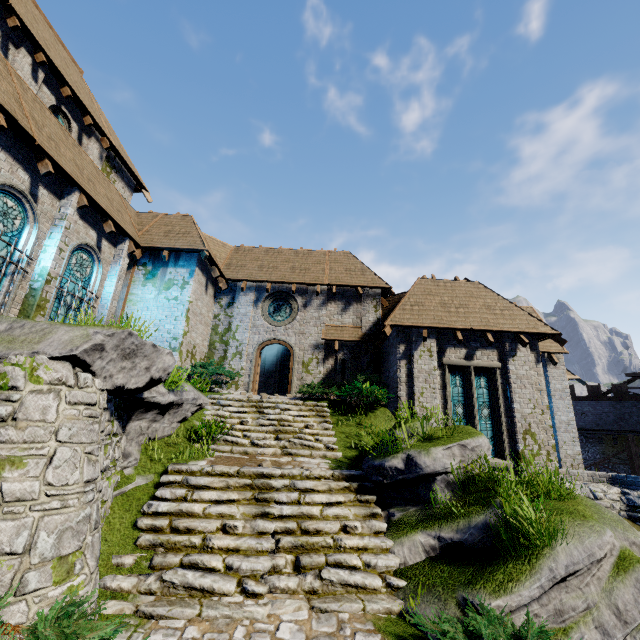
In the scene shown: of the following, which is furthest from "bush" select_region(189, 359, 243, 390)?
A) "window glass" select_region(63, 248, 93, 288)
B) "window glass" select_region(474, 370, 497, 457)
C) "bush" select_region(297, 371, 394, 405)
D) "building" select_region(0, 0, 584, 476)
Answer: "window glass" select_region(474, 370, 497, 457)

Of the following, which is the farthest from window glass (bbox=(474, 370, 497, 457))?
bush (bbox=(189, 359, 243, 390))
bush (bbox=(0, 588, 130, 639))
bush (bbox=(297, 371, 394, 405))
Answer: bush (bbox=(0, 588, 130, 639))

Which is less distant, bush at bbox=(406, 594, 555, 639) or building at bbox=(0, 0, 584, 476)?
bush at bbox=(406, 594, 555, 639)

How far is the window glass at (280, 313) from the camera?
17.1 meters

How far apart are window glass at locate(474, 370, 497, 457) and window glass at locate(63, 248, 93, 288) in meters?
15.2

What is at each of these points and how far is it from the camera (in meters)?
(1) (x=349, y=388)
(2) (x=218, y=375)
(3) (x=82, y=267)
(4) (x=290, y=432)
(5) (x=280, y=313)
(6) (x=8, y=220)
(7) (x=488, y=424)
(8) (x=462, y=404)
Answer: (1) bush, 12.66
(2) bush, 13.32
(3) window glass, 11.80
(4) stairs, 10.37
(5) window glass, 17.16
(6) window glass, 9.00
(7) window glass, 12.56
(8) window glass, 12.80

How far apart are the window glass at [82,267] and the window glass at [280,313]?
7.7m

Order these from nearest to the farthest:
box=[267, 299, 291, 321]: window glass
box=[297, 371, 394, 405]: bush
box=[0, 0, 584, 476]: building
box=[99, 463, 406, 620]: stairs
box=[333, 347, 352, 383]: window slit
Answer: box=[99, 463, 406, 620]: stairs, box=[0, 0, 584, 476]: building, box=[297, 371, 394, 405]: bush, box=[333, 347, 352, 383]: window slit, box=[267, 299, 291, 321]: window glass
